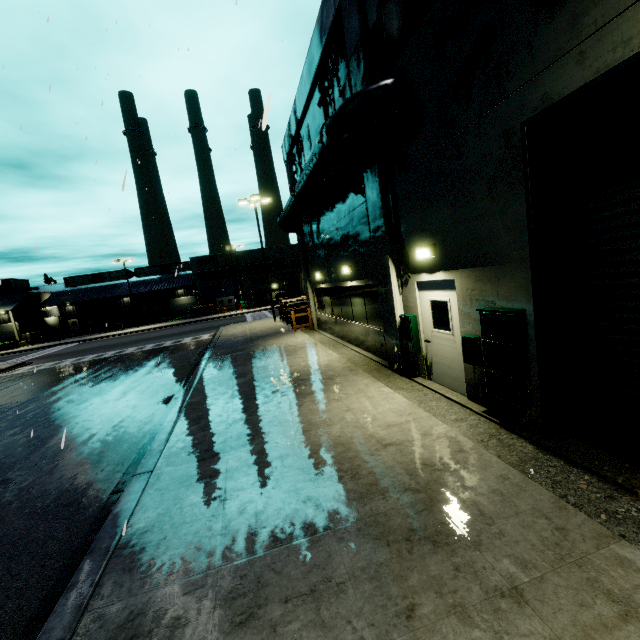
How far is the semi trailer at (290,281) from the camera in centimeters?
3256cm

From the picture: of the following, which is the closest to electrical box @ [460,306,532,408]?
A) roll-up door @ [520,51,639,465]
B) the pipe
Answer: roll-up door @ [520,51,639,465]

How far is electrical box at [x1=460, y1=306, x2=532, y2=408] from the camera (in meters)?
4.88

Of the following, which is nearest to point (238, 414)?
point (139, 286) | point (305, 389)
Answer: point (305, 389)

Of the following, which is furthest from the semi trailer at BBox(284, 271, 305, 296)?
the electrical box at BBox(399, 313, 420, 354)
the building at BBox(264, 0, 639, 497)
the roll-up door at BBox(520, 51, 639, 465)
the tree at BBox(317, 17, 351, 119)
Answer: the tree at BBox(317, 17, 351, 119)

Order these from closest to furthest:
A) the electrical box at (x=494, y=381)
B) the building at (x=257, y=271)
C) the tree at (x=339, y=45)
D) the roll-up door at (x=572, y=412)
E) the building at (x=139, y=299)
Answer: the roll-up door at (x=572, y=412) → the electrical box at (x=494, y=381) → the tree at (x=339, y=45) → the building at (x=257, y=271) → the building at (x=139, y=299)

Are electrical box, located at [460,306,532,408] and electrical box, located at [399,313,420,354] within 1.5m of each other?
no

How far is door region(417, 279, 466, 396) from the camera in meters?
6.7
